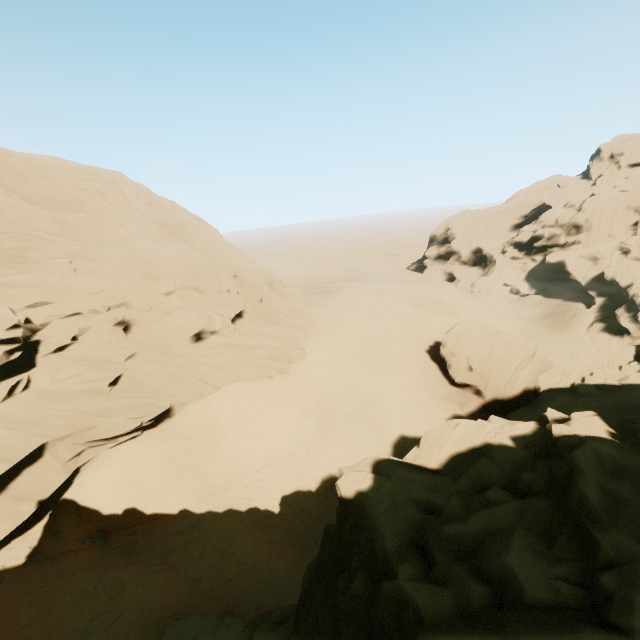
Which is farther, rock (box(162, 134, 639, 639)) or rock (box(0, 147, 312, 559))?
rock (box(0, 147, 312, 559))

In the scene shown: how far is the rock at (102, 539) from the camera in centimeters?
Answer: 1524cm

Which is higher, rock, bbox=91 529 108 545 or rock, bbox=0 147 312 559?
rock, bbox=0 147 312 559

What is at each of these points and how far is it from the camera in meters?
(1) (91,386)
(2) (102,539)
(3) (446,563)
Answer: (1) rock, 18.6 m
(2) rock, 15.4 m
(3) rock, 6.5 m

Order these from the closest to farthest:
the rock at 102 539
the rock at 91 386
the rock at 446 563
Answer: the rock at 446 563 → the rock at 102 539 → the rock at 91 386

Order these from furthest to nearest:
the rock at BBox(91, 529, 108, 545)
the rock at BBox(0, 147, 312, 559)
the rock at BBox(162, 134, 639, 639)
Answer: the rock at BBox(0, 147, 312, 559), the rock at BBox(91, 529, 108, 545), the rock at BBox(162, 134, 639, 639)
